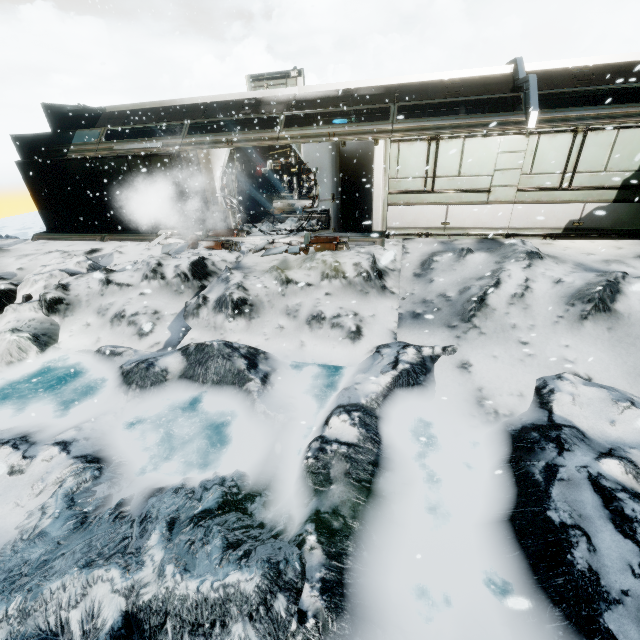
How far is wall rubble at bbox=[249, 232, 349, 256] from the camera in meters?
9.6 m

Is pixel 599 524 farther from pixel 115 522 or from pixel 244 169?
pixel 244 169

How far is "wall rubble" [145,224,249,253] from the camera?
10.48m

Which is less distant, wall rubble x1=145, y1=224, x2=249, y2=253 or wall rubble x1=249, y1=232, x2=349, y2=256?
wall rubble x1=249, y1=232, x2=349, y2=256

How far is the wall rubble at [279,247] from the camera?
9.56m

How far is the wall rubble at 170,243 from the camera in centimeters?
1048cm
